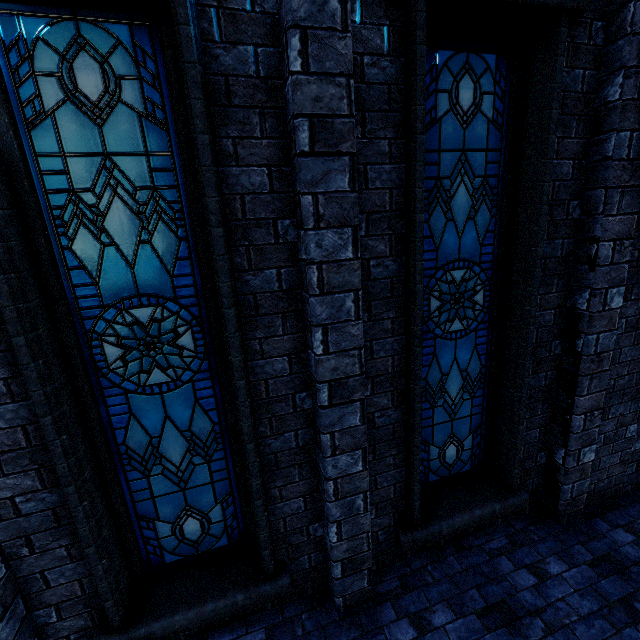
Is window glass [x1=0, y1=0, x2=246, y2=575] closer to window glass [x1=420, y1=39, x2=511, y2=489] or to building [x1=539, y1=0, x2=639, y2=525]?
building [x1=539, y1=0, x2=639, y2=525]

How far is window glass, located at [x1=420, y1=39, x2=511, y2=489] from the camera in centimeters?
289cm

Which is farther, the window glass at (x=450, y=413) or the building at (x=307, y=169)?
the window glass at (x=450, y=413)

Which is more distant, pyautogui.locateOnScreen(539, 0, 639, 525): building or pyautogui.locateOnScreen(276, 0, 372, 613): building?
pyautogui.locateOnScreen(539, 0, 639, 525): building

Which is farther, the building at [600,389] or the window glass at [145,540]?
the building at [600,389]

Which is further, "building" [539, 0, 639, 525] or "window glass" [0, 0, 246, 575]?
"building" [539, 0, 639, 525]

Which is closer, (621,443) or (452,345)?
(452,345)

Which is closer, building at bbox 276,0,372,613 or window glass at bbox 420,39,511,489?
building at bbox 276,0,372,613
